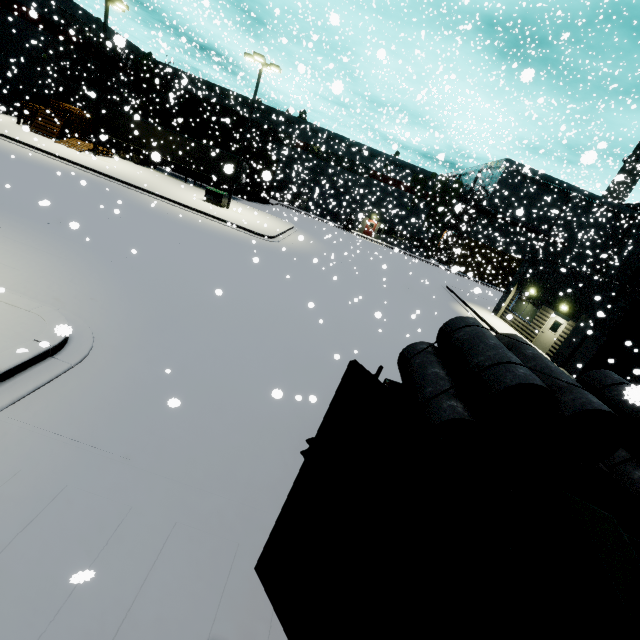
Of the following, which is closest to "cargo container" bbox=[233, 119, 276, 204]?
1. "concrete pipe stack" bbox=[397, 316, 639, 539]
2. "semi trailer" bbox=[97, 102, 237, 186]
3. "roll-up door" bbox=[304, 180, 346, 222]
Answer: "semi trailer" bbox=[97, 102, 237, 186]

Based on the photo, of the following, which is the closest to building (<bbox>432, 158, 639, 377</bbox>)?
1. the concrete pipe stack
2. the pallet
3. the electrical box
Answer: the pallet

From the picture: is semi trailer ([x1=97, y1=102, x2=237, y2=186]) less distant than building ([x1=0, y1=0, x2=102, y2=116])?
No

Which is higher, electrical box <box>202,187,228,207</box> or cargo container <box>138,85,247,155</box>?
cargo container <box>138,85,247,155</box>

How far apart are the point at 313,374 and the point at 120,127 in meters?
36.1 m

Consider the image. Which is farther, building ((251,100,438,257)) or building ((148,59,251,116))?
building ((251,100,438,257))

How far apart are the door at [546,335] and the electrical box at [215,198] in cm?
2336

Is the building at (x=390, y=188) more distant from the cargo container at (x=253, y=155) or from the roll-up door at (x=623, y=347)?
the cargo container at (x=253, y=155)
